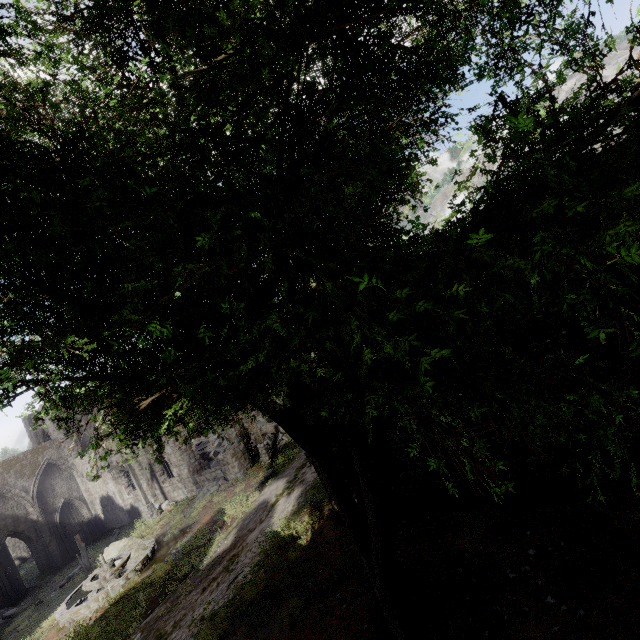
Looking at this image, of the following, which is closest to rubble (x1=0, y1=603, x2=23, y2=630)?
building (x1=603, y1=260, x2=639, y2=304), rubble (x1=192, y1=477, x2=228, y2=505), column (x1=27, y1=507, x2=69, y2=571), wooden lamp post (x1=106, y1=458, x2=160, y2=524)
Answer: building (x1=603, y1=260, x2=639, y2=304)

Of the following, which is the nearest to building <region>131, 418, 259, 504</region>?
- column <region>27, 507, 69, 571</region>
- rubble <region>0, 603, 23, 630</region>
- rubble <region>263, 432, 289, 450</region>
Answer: rubble <region>263, 432, 289, 450</region>

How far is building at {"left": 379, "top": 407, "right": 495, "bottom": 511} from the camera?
8.8m

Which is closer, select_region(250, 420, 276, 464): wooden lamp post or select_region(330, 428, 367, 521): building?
select_region(330, 428, 367, 521): building

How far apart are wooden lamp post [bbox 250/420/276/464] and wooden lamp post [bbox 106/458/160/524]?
8.37m

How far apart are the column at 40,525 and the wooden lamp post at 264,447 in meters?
20.1 m

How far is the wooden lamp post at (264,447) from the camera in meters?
20.6

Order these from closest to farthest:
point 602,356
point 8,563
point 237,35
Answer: point 237,35 < point 602,356 < point 8,563
